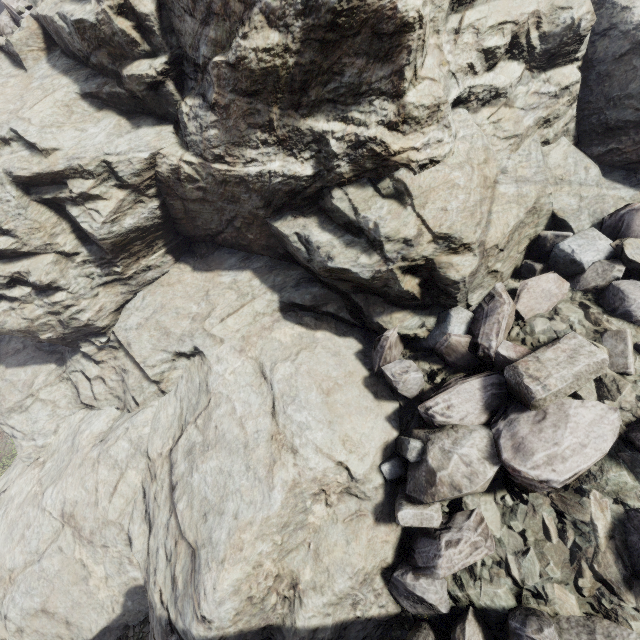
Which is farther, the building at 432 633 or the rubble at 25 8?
the rubble at 25 8

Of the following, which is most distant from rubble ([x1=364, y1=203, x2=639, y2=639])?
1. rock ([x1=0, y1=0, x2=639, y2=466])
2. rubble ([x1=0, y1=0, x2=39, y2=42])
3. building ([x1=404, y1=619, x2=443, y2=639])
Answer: rubble ([x1=0, y1=0, x2=39, y2=42])

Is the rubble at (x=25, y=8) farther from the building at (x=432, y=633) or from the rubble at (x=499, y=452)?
the rubble at (x=499, y=452)

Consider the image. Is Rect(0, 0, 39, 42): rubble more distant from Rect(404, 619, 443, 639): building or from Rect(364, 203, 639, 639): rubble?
Rect(364, 203, 639, 639): rubble

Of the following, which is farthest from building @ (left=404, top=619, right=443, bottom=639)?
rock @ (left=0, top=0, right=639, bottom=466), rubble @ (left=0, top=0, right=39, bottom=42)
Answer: rubble @ (left=0, top=0, right=39, bottom=42)

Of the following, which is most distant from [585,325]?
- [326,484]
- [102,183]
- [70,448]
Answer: [70,448]

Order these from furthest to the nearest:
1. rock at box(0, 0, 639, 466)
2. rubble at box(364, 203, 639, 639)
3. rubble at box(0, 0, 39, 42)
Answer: rubble at box(0, 0, 39, 42), rock at box(0, 0, 639, 466), rubble at box(364, 203, 639, 639)
